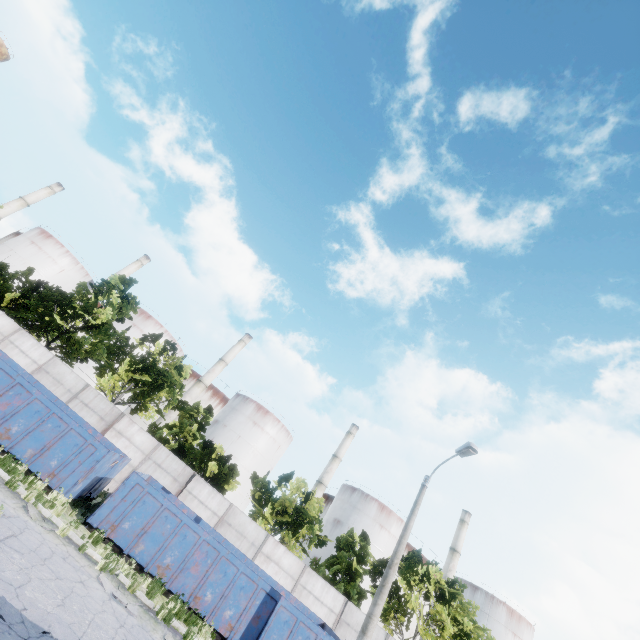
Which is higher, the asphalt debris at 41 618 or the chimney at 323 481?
the chimney at 323 481

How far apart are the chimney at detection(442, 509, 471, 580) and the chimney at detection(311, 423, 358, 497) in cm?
2163

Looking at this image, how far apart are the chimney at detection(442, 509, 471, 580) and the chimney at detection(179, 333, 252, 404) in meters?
46.5

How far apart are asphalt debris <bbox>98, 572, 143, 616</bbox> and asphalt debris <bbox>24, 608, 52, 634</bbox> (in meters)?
3.18

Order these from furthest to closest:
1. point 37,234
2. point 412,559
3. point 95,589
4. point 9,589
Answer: Answer:
1. point 37,234
2. point 412,559
3. point 95,589
4. point 9,589

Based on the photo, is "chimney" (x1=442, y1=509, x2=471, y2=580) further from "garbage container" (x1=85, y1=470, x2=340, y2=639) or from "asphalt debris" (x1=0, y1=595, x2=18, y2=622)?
"asphalt debris" (x1=0, y1=595, x2=18, y2=622)

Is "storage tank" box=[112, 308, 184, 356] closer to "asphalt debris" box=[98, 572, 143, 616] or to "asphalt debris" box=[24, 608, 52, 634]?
"asphalt debris" box=[98, 572, 143, 616]

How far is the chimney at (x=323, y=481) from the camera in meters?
50.6 m
